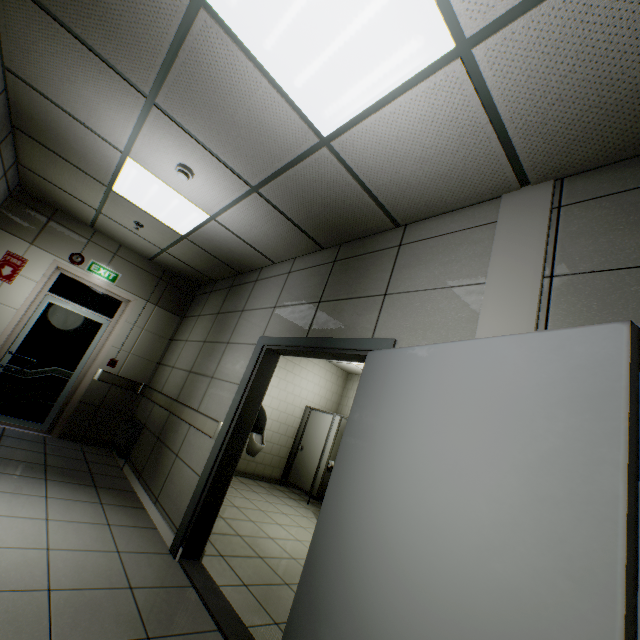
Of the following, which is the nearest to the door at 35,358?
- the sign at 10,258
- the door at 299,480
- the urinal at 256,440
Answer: the sign at 10,258

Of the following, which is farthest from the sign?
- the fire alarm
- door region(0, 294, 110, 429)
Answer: the fire alarm

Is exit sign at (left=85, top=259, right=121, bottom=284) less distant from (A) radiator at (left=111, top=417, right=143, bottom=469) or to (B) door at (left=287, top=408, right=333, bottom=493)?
(A) radiator at (left=111, top=417, right=143, bottom=469)

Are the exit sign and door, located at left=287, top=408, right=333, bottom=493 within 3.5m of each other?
no

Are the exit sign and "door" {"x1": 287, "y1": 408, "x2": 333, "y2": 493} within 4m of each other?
no

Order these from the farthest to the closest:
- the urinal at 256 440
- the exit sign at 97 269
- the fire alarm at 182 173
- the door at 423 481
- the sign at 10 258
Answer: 1. the urinal at 256 440
2. the exit sign at 97 269
3. the sign at 10 258
4. the fire alarm at 182 173
5. the door at 423 481

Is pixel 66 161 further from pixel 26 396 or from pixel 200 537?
pixel 200 537

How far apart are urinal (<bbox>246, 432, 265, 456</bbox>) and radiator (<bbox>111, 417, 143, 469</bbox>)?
2.6m
